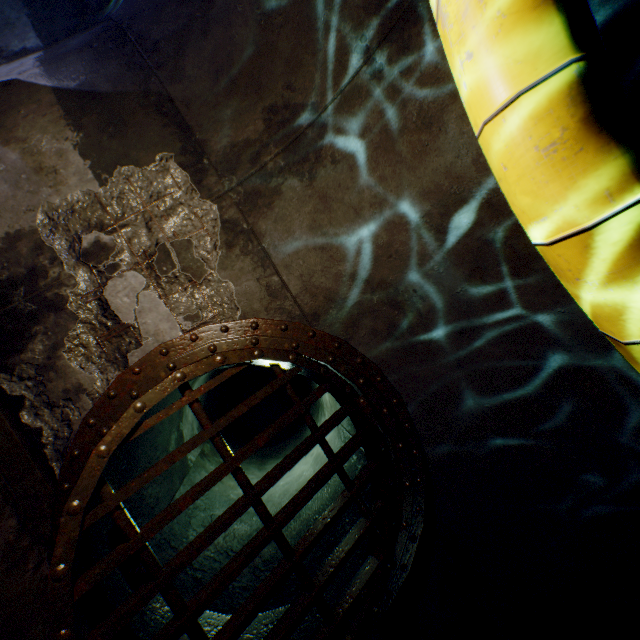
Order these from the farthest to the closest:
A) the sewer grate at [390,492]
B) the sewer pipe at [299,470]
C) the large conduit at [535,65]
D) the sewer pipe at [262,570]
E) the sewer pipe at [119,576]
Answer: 1. the sewer pipe at [299,470]
2. the sewer pipe at [262,570]
3. the sewer pipe at [119,576]
4. the sewer grate at [390,492]
5. the large conduit at [535,65]

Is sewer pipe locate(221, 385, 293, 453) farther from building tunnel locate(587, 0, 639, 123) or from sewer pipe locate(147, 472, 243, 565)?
building tunnel locate(587, 0, 639, 123)

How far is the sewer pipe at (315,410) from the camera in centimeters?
570cm

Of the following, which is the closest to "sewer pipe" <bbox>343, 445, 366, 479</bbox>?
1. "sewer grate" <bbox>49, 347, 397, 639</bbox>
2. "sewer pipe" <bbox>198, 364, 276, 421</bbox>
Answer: "sewer grate" <bbox>49, 347, 397, 639</bbox>

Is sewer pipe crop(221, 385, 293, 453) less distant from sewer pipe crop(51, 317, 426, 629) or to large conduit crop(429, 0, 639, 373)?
sewer pipe crop(51, 317, 426, 629)

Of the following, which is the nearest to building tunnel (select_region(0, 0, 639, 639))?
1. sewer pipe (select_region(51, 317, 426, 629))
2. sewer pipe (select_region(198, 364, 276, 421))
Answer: sewer pipe (select_region(51, 317, 426, 629))

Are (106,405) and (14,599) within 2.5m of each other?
yes

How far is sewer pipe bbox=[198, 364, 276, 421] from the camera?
8.1 meters
